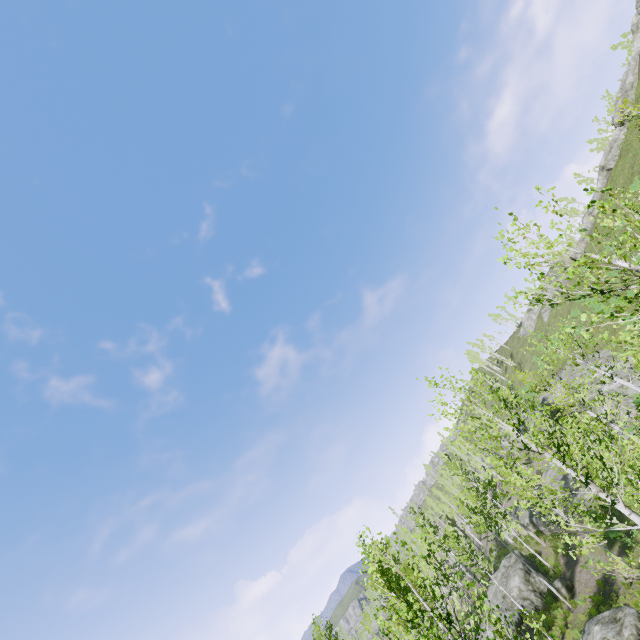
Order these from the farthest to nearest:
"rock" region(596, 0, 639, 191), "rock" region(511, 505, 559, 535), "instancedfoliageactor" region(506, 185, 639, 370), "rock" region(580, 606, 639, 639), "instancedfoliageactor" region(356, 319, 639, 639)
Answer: "rock" region(596, 0, 639, 191) < "rock" region(511, 505, 559, 535) < "rock" region(580, 606, 639, 639) < "instancedfoliageactor" region(356, 319, 639, 639) < "instancedfoliageactor" region(506, 185, 639, 370)

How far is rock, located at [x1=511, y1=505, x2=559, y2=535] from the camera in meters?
33.4

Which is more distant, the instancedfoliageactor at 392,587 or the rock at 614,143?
the rock at 614,143

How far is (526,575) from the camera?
28.0m

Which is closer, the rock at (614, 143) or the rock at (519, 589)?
the rock at (519, 589)

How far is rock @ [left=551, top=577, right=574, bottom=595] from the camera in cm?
2502

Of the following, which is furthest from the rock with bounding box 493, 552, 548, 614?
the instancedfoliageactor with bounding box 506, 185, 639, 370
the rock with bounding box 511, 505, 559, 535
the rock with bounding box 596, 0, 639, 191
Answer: the rock with bounding box 596, 0, 639, 191
